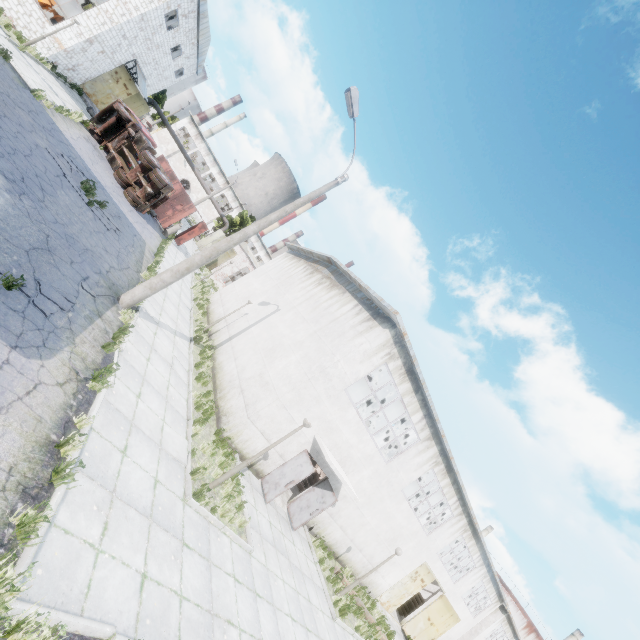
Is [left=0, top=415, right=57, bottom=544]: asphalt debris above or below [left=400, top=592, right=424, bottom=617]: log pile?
below

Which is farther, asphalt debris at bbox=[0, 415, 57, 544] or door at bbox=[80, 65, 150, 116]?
door at bbox=[80, 65, 150, 116]

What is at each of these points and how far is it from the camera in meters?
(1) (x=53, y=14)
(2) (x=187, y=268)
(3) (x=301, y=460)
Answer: (1) cable machine, 21.0
(2) lamp post, 10.8
(3) door, 13.1

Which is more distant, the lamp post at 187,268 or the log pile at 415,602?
the log pile at 415,602

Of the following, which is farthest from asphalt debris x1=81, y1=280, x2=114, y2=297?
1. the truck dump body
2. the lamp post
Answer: the truck dump body

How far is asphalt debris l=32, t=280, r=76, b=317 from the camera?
6.80m

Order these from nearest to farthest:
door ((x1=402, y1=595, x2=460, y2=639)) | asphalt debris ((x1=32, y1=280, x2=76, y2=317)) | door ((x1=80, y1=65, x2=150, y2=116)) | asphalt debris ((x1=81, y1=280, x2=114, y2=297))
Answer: asphalt debris ((x1=32, y1=280, x2=76, y2=317)), asphalt debris ((x1=81, y1=280, x2=114, y2=297)), door ((x1=402, y1=595, x2=460, y2=639)), door ((x1=80, y1=65, x2=150, y2=116))

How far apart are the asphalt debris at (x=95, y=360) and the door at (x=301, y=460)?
8.0 meters
